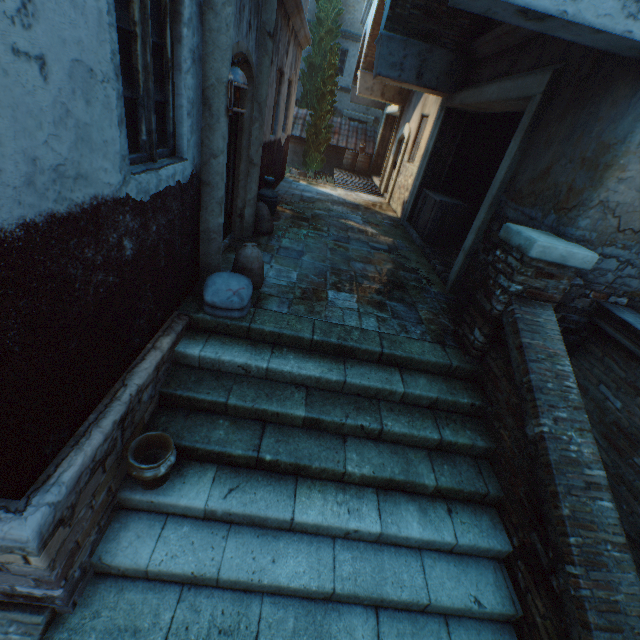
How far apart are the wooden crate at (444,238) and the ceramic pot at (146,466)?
7.0 meters

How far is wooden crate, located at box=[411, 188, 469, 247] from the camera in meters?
7.4 m

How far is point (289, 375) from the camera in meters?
3.5

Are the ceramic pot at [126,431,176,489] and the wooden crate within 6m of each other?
no

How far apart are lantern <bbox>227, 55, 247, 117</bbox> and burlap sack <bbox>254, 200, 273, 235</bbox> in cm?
138

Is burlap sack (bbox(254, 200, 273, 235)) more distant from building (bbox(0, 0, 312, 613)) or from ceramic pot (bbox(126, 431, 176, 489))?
ceramic pot (bbox(126, 431, 176, 489))

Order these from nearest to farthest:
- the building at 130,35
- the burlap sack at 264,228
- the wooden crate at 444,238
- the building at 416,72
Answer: the building at 130,35
the building at 416,72
the burlap sack at 264,228
the wooden crate at 444,238

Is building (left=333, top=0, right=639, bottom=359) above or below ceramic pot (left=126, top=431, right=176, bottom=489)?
above
